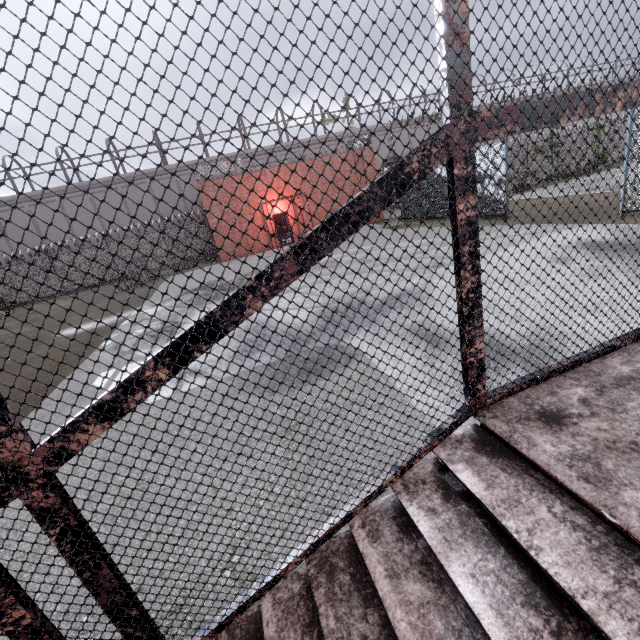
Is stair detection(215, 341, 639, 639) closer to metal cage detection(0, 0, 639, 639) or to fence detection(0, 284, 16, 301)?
metal cage detection(0, 0, 639, 639)

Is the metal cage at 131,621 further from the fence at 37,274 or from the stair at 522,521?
the fence at 37,274

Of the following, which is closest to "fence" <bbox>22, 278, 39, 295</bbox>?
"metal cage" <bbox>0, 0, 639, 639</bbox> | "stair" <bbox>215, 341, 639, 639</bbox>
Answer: "metal cage" <bbox>0, 0, 639, 639</bbox>

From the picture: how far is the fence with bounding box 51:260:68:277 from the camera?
23.7m

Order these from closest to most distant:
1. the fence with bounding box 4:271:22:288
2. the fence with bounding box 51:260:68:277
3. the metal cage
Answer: the metal cage
the fence with bounding box 4:271:22:288
the fence with bounding box 51:260:68:277

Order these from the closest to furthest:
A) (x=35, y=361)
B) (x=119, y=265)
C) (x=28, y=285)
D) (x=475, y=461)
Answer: (x=475, y=461)
(x=35, y=361)
(x=28, y=285)
(x=119, y=265)

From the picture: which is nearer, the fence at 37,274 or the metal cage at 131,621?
the metal cage at 131,621
